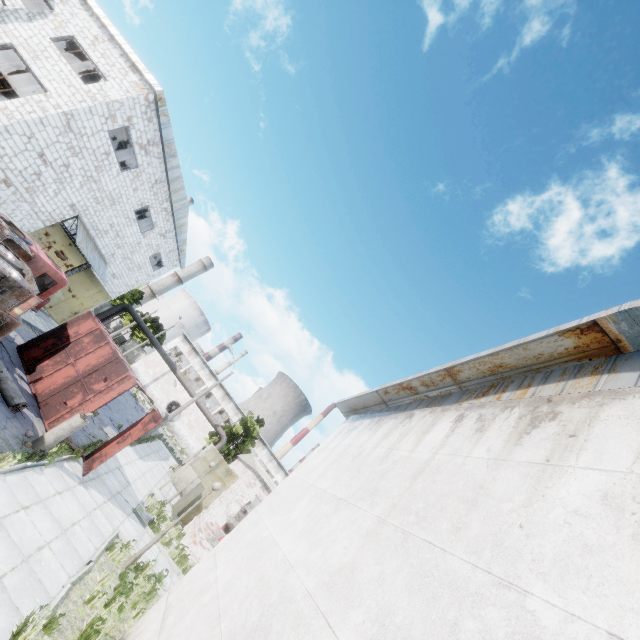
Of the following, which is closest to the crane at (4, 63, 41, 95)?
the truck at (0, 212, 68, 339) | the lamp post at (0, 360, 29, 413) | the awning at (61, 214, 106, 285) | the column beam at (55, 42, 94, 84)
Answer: the column beam at (55, 42, 94, 84)

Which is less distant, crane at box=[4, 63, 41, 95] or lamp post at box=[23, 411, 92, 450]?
lamp post at box=[23, 411, 92, 450]

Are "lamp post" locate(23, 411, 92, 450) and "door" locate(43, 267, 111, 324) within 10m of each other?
no

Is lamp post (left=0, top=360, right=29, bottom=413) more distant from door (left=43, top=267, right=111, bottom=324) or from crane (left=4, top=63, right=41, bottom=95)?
crane (left=4, top=63, right=41, bottom=95)

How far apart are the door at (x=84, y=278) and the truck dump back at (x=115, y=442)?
14.93m

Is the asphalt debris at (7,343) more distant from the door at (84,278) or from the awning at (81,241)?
the door at (84,278)

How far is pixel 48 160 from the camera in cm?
1520

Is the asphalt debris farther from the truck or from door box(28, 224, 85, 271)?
door box(28, 224, 85, 271)
